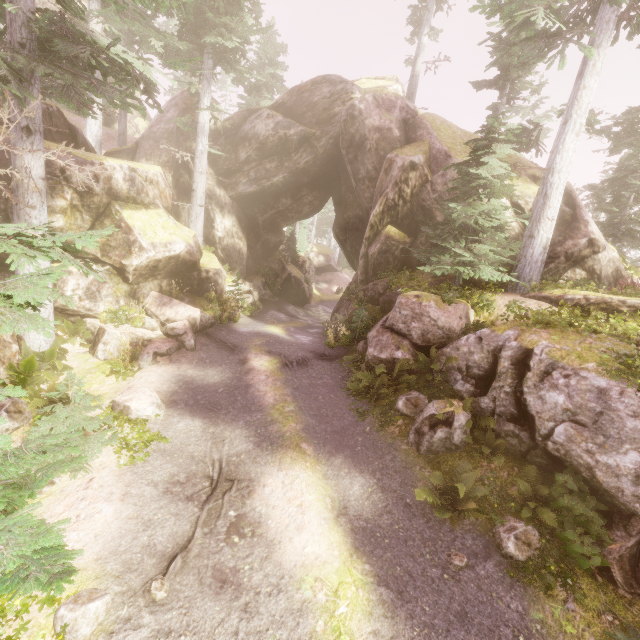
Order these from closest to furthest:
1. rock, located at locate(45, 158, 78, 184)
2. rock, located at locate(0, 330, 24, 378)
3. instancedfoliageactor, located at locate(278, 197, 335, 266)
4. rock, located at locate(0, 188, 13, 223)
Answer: rock, located at locate(0, 330, 24, 378), rock, located at locate(0, 188, 13, 223), rock, located at locate(45, 158, 78, 184), instancedfoliageactor, located at locate(278, 197, 335, 266)

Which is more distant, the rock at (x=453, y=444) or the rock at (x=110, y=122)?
the rock at (x=110, y=122)

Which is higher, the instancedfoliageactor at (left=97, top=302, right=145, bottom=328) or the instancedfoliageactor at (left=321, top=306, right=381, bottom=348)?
the instancedfoliageactor at (left=321, top=306, right=381, bottom=348)

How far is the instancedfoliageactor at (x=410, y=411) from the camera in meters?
9.7

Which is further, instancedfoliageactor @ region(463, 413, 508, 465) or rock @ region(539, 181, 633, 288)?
rock @ region(539, 181, 633, 288)

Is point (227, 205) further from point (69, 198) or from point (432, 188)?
point (432, 188)

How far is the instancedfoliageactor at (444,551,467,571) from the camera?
6.15m
